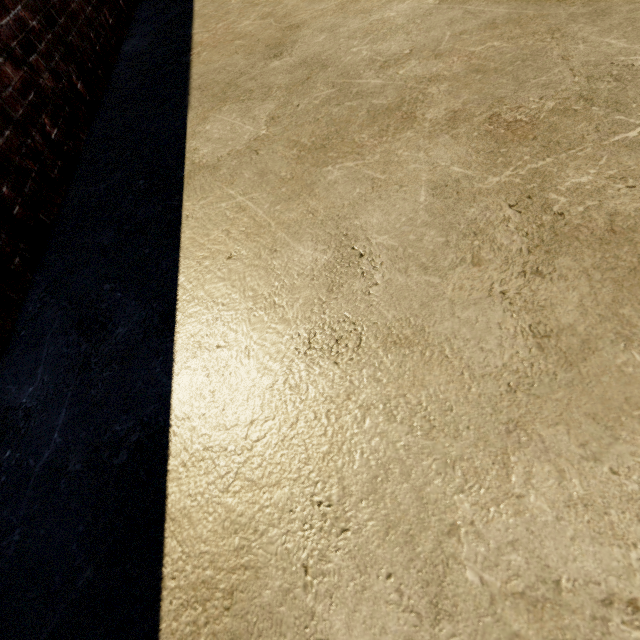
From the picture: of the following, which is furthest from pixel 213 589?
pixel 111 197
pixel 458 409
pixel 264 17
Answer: pixel 264 17
